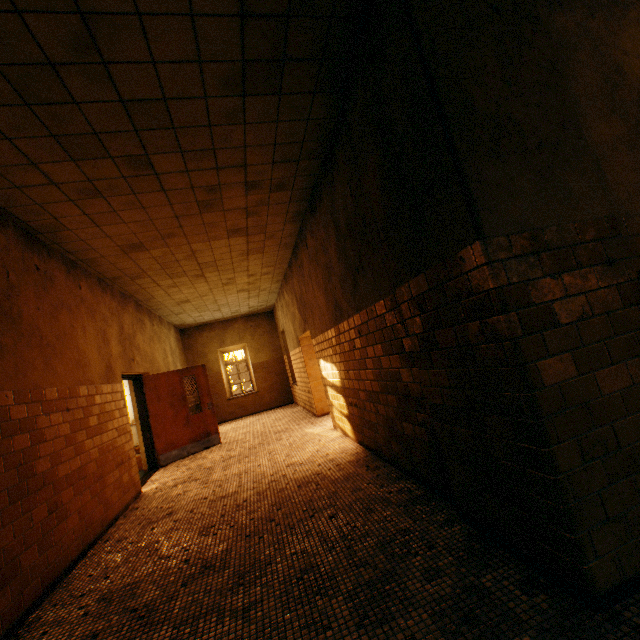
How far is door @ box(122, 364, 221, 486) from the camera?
7.3 meters

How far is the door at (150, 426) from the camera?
7.34m

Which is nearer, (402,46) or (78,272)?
(402,46)
